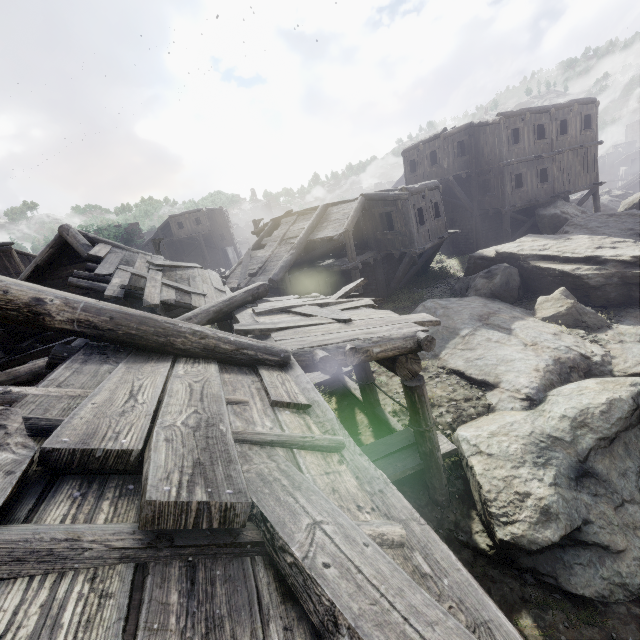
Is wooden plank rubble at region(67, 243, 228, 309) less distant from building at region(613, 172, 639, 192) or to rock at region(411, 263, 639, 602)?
building at region(613, 172, 639, 192)

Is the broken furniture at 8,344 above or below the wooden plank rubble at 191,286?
below

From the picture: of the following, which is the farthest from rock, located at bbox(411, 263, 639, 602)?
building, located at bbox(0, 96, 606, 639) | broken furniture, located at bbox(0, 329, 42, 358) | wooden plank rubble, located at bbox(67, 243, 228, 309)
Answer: broken furniture, located at bbox(0, 329, 42, 358)

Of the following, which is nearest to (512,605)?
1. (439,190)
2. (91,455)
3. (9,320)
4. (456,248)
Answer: (91,455)

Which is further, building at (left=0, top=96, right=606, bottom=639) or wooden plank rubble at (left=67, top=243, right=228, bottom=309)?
wooden plank rubble at (left=67, top=243, right=228, bottom=309)

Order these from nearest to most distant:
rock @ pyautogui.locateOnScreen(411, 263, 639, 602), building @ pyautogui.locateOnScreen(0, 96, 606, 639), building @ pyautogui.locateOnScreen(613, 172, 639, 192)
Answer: building @ pyautogui.locateOnScreen(0, 96, 606, 639)
rock @ pyautogui.locateOnScreen(411, 263, 639, 602)
building @ pyautogui.locateOnScreen(613, 172, 639, 192)

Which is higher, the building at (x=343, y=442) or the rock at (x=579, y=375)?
the building at (x=343, y=442)
